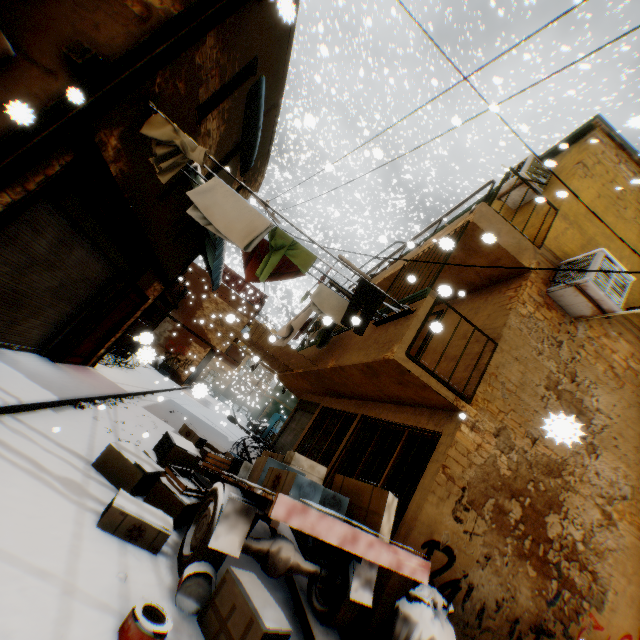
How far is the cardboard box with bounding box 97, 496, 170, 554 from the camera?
3.4 meters

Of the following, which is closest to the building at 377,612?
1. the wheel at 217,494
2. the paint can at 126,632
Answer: the paint can at 126,632

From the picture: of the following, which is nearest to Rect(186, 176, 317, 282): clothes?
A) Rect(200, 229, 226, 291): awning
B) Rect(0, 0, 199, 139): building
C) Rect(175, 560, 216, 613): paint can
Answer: Rect(0, 0, 199, 139): building

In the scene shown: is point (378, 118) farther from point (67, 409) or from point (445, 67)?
point (445, 67)

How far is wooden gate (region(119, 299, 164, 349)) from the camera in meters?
14.2 m

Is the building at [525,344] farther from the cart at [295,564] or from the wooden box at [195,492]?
the wooden box at [195,492]

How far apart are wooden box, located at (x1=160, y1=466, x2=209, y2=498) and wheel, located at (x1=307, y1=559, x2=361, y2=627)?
1.9m

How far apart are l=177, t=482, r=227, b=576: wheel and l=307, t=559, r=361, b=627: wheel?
1.6m
